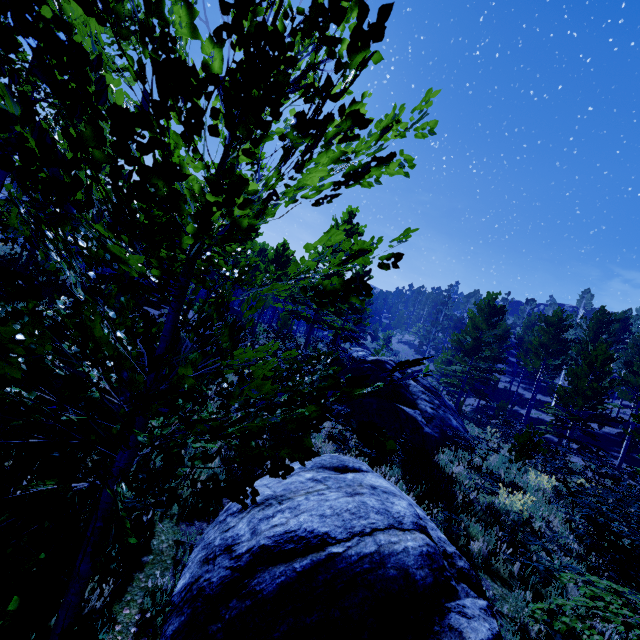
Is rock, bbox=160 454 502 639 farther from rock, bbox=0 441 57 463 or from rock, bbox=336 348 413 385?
rock, bbox=336 348 413 385

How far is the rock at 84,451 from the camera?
4.7 meters

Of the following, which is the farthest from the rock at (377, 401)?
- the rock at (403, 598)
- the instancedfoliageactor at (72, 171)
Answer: the rock at (403, 598)

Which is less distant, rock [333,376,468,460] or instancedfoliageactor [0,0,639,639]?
instancedfoliageactor [0,0,639,639]

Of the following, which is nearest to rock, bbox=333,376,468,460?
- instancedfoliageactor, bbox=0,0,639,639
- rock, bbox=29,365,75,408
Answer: instancedfoliageactor, bbox=0,0,639,639

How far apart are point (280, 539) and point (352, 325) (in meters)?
53.24

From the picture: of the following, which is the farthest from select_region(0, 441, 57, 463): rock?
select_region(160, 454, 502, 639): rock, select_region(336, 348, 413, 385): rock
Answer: select_region(336, 348, 413, 385): rock

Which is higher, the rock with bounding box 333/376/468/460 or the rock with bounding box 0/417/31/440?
the rock with bounding box 333/376/468/460
